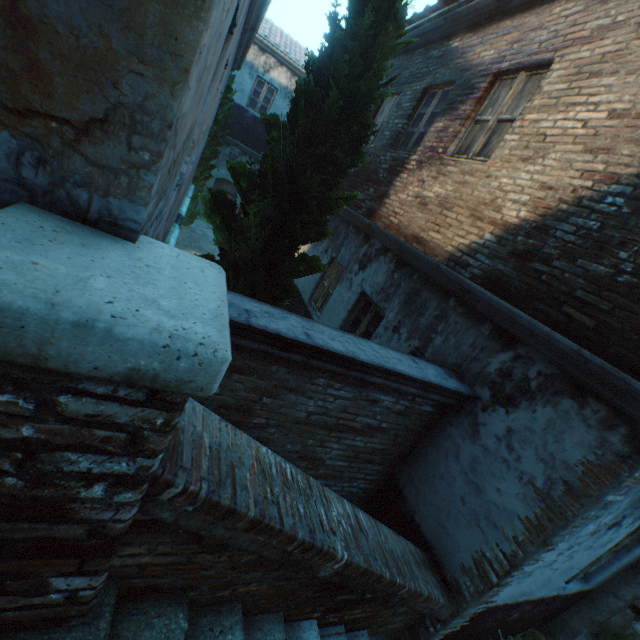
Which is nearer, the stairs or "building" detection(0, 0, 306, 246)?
"building" detection(0, 0, 306, 246)

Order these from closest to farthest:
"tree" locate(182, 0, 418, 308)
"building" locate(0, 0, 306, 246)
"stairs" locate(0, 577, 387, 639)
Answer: "building" locate(0, 0, 306, 246) → "stairs" locate(0, 577, 387, 639) → "tree" locate(182, 0, 418, 308)

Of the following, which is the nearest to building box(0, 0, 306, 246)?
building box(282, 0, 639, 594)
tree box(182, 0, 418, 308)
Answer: tree box(182, 0, 418, 308)

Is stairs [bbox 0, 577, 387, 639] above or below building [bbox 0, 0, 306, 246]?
below

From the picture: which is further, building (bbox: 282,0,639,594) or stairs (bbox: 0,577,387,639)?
building (bbox: 282,0,639,594)

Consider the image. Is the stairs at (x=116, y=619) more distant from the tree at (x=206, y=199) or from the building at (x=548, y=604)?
the tree at (x=206, y=199)

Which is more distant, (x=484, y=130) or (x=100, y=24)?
(x=484, y=130)

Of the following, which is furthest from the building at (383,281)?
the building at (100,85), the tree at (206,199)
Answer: the tree at (206,199)
